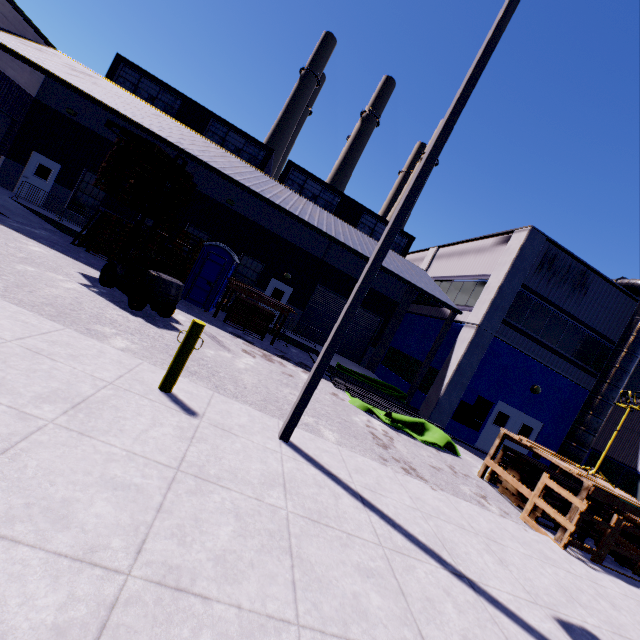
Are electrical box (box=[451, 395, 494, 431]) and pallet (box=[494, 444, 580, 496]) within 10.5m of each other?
yes

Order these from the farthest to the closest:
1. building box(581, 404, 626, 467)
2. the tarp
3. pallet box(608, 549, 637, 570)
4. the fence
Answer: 1. building box(581, 404, 626, 467)
2. the tarp
3. pallet box(608, 549, 637, 570)
4. the fence

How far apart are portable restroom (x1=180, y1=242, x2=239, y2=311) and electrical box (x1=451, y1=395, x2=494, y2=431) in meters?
12.0 m

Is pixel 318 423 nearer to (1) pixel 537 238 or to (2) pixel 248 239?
(1) pixel 537 238

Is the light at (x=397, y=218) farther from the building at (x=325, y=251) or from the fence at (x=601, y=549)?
the fence at (x=601, y=549)

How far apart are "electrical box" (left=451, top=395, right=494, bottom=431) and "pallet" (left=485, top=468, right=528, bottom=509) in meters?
4.0

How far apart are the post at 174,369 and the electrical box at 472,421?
13.3m

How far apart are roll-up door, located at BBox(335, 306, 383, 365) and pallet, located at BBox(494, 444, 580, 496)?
11.5 meters
